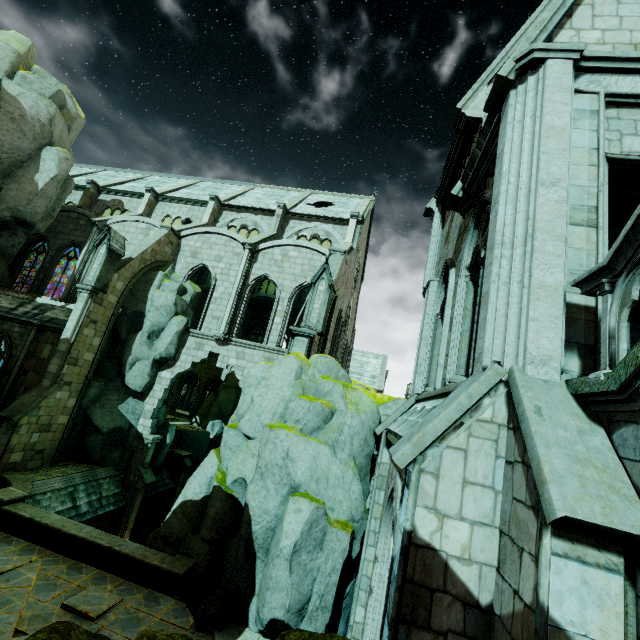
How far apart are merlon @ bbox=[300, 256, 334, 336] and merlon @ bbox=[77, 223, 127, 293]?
11.0 meters

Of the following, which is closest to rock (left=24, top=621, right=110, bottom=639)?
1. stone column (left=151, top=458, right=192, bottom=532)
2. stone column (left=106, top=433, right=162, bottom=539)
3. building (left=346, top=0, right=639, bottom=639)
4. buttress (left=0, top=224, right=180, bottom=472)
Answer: building (left=346, top=0, right=639, bottom=639)

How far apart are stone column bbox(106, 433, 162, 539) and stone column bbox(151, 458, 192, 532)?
3.8m

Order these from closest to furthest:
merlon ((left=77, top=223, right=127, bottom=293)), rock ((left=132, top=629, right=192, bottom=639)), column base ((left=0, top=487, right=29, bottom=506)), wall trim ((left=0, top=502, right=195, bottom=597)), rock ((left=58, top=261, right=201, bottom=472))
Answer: rock ((left=132, top=629, right=192, bottom=639)) → wall trim ((left=0, top=502, right=195, bottom=597)) → column base ((left=0, top=487, right=29, bottom=506)) → merlon ((left=77, top=223, right=127, bottom=293)) → rock ((left=58, top=261, right=201, bottom=472))

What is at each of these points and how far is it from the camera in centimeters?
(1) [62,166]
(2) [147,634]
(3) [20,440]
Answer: (1) rock, 2081cm
(2) rock, 431cm
(3) buttress, 1436cm

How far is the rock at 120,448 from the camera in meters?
17.3

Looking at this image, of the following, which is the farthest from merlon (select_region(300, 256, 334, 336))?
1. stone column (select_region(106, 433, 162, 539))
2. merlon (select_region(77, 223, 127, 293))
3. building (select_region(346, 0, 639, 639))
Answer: stone column (select_region(106, 433, 162, 539))

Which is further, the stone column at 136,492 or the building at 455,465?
the stone column at 136,492
